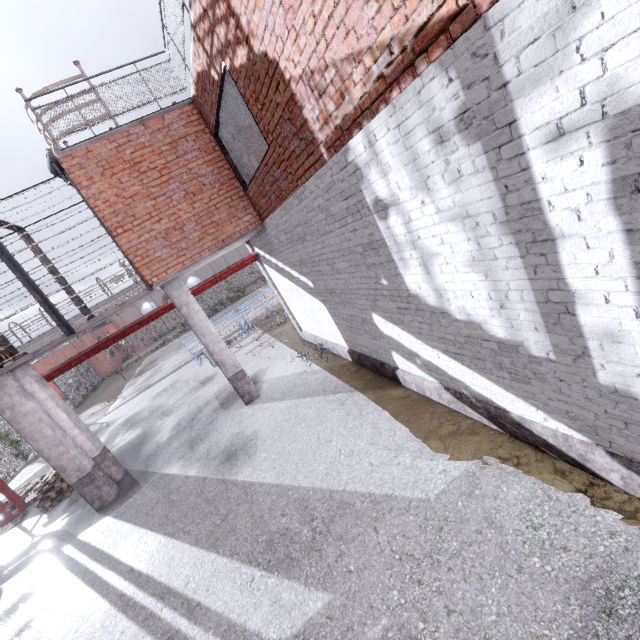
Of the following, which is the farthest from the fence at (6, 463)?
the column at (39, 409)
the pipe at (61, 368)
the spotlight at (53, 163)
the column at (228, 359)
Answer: the column at (39, 409)

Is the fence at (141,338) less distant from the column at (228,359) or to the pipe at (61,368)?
the pipe at (61,368)

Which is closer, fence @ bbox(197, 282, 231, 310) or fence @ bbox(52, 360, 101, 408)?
fence @ bbox(52, 360, 101, 408)

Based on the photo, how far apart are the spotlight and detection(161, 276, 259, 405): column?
3.8m

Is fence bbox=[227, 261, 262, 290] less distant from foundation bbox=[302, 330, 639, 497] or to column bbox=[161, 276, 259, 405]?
foundation bbox=[302, 330, 639, 497]

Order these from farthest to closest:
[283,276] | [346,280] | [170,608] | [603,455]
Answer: [283,276]
[346,280]
[170,608]
[603,455]

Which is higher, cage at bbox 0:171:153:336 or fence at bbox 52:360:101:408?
cage at bbox 0:171:153:336

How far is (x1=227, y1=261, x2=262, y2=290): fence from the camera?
46.1 meters
